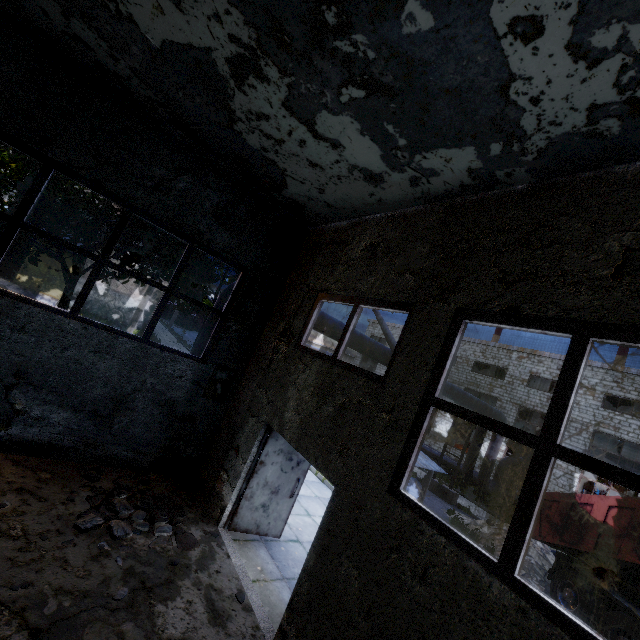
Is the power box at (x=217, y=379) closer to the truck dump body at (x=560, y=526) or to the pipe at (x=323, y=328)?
the pipe at (x=323, y=328)

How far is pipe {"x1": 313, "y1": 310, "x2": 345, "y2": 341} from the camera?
10.2 meters

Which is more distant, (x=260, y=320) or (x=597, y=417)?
(x=597, y=417)

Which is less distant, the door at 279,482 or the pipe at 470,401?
the door at 279,482

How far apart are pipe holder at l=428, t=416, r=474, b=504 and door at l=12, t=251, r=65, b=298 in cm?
2731

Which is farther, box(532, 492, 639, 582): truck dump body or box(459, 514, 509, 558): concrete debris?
box(459, 514, 509, 558): concrete debris

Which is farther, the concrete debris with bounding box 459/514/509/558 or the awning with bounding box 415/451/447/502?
the concrete debris with bounding box 459/514/509/558

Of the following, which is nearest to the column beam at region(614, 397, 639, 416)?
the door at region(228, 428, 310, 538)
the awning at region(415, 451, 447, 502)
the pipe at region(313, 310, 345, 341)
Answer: the pipe at region(313, 310, 345, 341)
